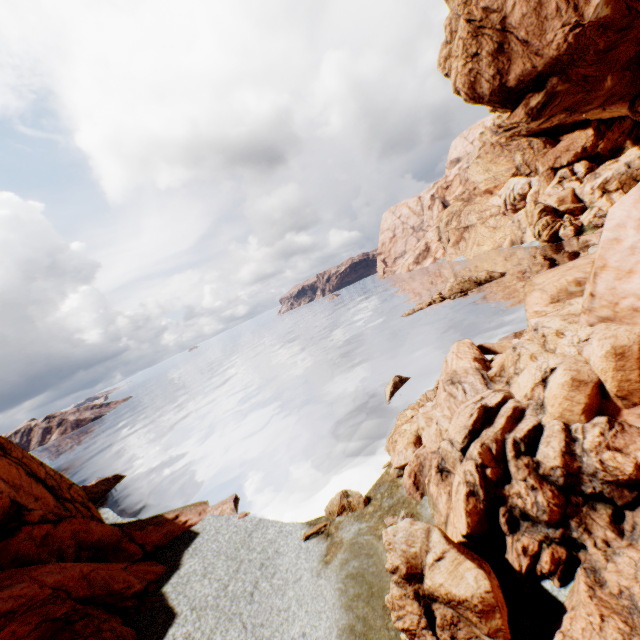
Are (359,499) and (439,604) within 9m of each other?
yes

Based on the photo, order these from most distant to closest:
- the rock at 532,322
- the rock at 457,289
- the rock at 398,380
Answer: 1. the rock at 457,289
2. the rock at 398,380
3. the rock at 532,322

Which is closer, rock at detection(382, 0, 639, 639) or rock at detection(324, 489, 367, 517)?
rock at detection(382, 0, 639, 639)

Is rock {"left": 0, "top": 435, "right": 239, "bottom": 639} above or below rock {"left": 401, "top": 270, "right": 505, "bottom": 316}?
above

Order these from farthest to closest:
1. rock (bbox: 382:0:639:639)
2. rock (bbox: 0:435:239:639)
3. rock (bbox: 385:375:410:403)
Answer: rock (bbox: 385:375:410:403)
rock (bbox: 0:435:239:639)
rock (bbox: 382:0:639:639)

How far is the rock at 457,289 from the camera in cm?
5084
